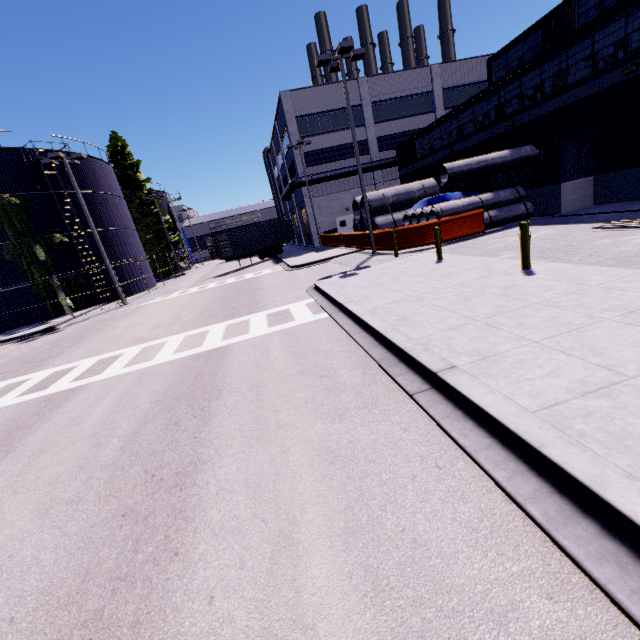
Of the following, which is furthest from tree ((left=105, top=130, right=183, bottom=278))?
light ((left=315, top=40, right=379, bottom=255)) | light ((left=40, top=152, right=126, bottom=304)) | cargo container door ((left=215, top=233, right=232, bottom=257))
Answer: cargo container door ((left=215, top=233, right=232, bottom=257))

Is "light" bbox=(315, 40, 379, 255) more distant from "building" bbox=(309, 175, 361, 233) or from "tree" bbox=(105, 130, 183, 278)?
"building" bbox=(309, 175, 361, 233)

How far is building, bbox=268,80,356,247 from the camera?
31.70m

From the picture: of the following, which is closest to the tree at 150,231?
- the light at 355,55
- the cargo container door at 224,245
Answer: the light at 355,55

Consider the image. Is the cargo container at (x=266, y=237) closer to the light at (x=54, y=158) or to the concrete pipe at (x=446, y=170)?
the concrete pipe at (x=446, y=170)

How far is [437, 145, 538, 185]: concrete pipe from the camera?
16.72m

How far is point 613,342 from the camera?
4.18m

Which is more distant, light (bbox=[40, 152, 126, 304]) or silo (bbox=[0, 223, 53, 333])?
silo (bbox=[0, 223, 53, 333])
